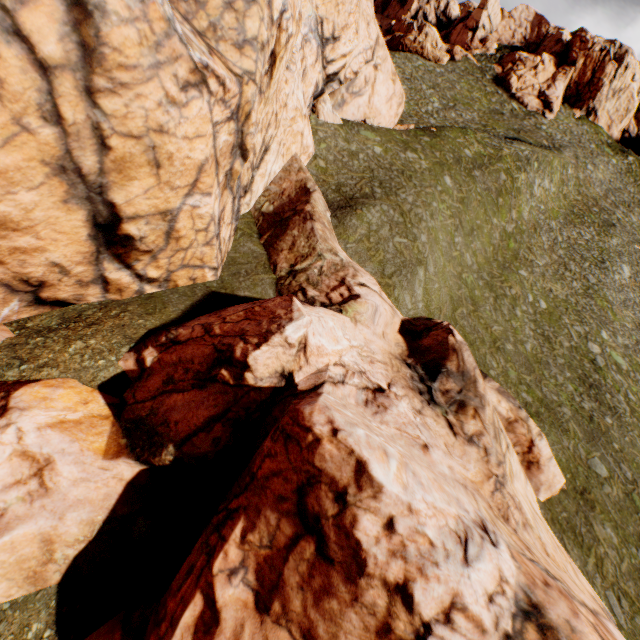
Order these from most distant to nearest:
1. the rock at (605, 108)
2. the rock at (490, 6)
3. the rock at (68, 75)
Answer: the rock at (490, 6)
the rock at (605, 108)
the rock at (68, 75)

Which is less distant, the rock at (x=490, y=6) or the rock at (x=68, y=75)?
the rock at (x=68, y=75)

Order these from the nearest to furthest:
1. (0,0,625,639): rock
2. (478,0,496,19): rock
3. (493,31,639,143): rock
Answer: (0,0,625,639): rock → (493,31,639,143): rock → (478,0,496,19): rock

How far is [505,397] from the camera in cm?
1773

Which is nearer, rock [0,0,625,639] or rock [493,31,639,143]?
rock [0,0,625,639]

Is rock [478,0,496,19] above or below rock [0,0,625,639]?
above
